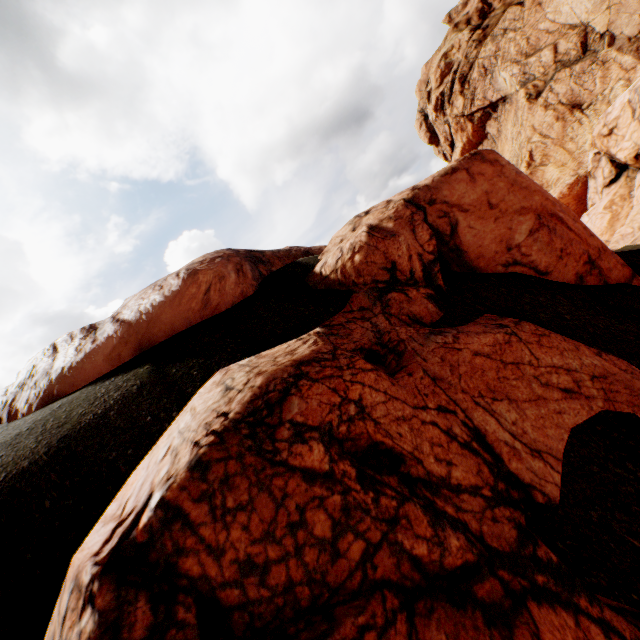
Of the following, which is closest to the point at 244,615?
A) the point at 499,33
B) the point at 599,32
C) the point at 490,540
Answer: the point at 490,540
